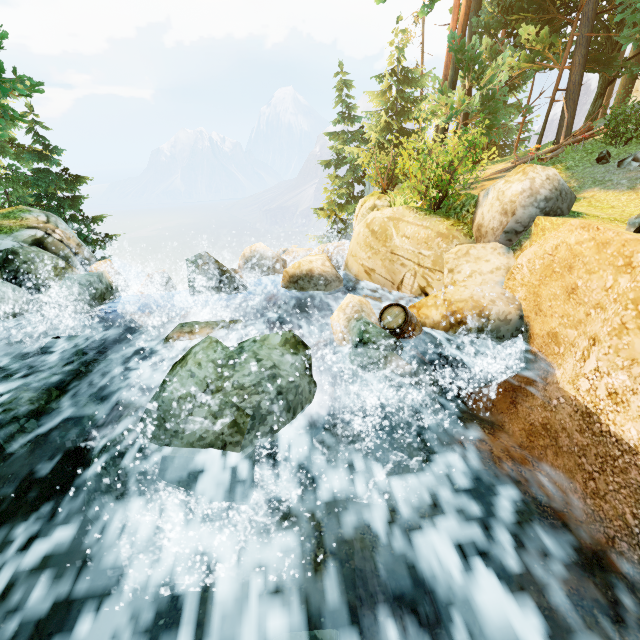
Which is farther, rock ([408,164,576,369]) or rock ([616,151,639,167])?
rock ([616,151,639,167])

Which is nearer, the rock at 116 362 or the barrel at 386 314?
the barrel at 386 314

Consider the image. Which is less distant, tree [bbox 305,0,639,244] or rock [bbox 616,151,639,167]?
rock [bbox 616,151,639,167]

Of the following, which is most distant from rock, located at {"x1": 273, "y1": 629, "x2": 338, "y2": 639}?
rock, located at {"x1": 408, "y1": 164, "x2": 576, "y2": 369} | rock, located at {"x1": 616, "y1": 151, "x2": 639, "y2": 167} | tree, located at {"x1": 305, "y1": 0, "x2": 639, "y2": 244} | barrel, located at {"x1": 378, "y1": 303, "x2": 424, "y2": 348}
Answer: rock, located at {"x1": 616, "y1": 151, "x2": 639, "y2": 167}

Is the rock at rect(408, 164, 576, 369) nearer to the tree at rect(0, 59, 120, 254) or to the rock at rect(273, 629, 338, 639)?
the rock at rect(273, 629, 338, 639)

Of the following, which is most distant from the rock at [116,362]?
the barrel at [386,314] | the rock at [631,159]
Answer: the rock at [631,159]

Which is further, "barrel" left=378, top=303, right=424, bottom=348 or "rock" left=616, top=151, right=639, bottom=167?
"rock" left=616, top=151, right=639, bottom=167

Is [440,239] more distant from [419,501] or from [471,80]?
[471,80]
